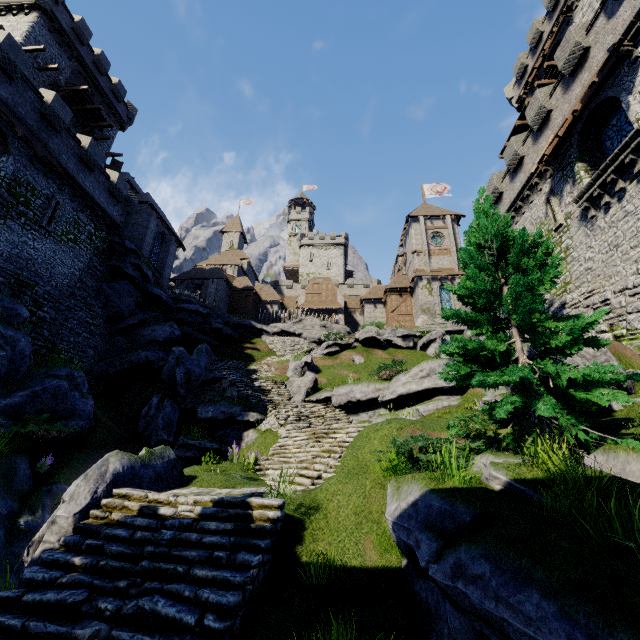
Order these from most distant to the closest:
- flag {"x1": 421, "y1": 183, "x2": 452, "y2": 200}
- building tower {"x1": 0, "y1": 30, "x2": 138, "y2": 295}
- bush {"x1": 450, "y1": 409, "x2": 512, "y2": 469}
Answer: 1. flag {"x1": 421, "y1": 183, "x2": 452, "y2": 200}
2. building tower {"x1": 0, "y1": 30, "x2": 138, "y2": 295}
3. bush {"x1": 450, "y1": 409, "x2": 512, "y2": 469}

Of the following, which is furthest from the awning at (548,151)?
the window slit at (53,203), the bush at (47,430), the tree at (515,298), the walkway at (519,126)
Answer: the window slit at (53,203)

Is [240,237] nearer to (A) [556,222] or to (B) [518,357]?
(A) [556,222]

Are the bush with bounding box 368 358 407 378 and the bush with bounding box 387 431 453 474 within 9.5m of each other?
yes

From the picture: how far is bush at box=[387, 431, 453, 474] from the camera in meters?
7.1

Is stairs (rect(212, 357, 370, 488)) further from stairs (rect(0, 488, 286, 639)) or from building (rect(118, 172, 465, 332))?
building (rect(118, 172, 465, 332))

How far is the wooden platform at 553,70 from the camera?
24.03m

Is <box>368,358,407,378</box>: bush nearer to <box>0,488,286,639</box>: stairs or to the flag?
<box>0,488,286,639</box>: stairs
